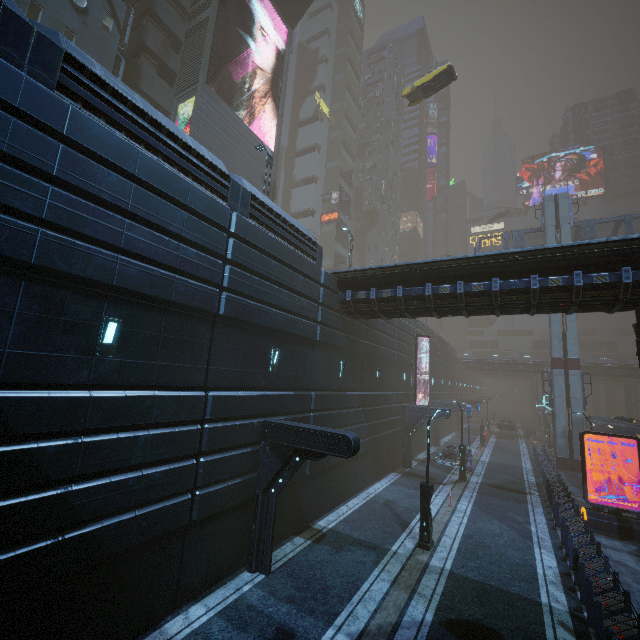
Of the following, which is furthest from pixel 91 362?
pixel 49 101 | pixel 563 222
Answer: pixel 563 222

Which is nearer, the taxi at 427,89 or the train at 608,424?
the train at 608,424

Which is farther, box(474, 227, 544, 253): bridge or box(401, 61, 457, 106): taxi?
box(474, 227, 544, 253): bridge

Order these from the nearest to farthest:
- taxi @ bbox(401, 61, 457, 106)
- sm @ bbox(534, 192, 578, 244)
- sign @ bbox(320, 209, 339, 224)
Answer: taxi @ bbox(401, 61, 457, 106), sm @ bbox(534, 192, 578, 244), sign @ bbox(320, 209, 339, 224)

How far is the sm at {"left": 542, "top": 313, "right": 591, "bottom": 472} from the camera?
28.8m

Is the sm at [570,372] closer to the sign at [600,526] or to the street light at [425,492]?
the sign at [600,526]

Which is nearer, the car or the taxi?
the taxi

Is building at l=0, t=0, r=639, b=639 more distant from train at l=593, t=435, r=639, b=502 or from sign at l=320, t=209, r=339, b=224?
train at l=593, t=435, r=639, b=502
